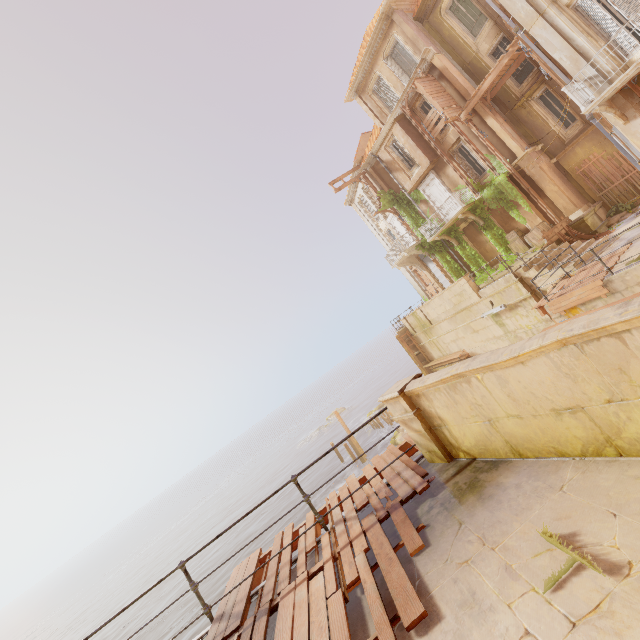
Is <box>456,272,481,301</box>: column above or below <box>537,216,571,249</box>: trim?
above

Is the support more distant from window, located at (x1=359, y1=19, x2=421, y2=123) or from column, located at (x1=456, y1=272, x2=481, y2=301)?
window, located at (x1=359, y1=19, x2=421, y2=123)

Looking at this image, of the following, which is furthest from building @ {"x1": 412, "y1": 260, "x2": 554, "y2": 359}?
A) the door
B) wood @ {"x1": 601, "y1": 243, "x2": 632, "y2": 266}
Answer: the door

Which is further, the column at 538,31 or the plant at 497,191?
the plant at 497,191

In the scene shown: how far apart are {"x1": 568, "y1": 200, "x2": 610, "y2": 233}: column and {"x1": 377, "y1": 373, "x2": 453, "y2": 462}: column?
16.9 meters

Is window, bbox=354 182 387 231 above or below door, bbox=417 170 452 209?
above

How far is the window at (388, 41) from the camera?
19.5m

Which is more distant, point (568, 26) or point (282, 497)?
point (282, 497)
